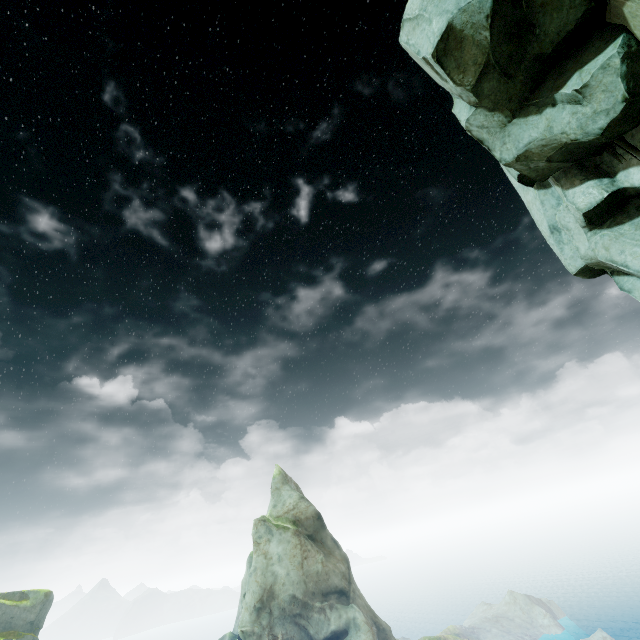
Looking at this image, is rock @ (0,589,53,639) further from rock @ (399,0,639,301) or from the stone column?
the stone column

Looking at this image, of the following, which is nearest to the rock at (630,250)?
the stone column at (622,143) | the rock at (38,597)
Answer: the stone column at (622,143)

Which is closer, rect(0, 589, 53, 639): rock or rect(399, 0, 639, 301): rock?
rect(399, 0, 639, 301): rock

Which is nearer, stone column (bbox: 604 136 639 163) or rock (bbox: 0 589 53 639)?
stone column (bbox: 604 136 639 163)

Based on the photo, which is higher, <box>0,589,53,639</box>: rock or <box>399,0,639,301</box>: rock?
<box>399,0,639,301</box>: rock

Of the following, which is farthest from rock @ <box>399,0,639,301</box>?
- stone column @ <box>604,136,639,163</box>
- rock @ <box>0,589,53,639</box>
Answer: rock @ <box>0,589,53,639</box>

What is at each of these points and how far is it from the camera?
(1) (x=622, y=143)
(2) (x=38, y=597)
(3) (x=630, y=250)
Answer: (1) stone column, 5.4 meters
(2) rock, 44.7 meters
(3) rock, 5.9 meters

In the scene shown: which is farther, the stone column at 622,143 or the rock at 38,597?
the rock at 38,597
